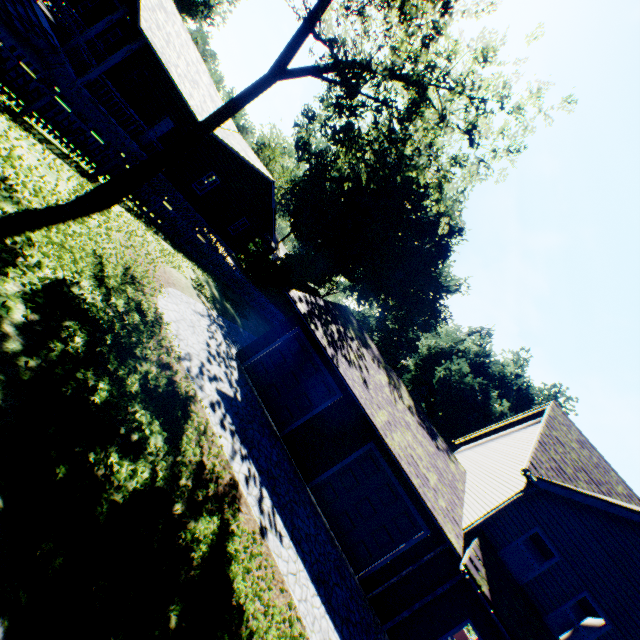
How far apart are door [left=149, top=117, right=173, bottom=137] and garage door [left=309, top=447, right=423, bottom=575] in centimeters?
1994cm

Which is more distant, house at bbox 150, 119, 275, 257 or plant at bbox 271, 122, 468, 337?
plant at bbox 271, 122, 468, 337

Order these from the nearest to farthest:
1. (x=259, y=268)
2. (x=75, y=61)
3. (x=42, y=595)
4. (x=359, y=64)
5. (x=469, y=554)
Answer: (x=42, y=595) → (x=469, y=554) → (x=359, y=64) → (x=75, y=61) → (x=259, y=268)

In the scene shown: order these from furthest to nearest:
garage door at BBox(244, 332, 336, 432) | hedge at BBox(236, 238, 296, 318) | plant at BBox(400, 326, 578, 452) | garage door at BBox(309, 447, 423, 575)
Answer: plant at BBox(400, 326, 578, 452), hedge at BBox(236, 238, 296, 318), garage door at BBox(244, 332, 336, 432), garage door at BBox(309, 447, 423, 575)

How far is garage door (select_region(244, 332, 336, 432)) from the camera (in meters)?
12.99

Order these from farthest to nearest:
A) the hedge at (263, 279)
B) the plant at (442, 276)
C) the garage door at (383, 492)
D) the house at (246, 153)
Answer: the hedge at (263, 279)
the plant at (442, 276)
the house at (246, 153)
the garage door at (383, 492)

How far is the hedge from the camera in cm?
3625

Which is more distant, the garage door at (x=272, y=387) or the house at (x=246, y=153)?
the house at (x=246, y=153)
